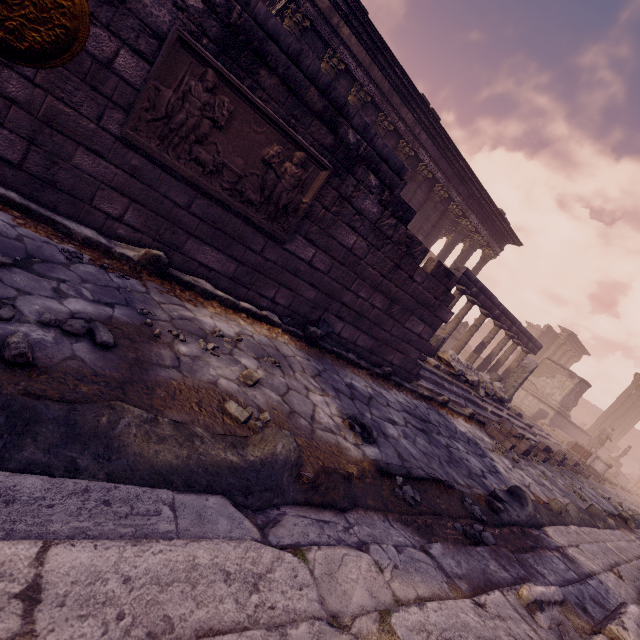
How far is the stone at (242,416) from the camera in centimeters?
219cm

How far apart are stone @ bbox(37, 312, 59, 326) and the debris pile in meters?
2.6 m

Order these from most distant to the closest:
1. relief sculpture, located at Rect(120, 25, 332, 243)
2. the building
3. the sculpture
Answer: the sculpture
the building
relief sculpture, located at Rect(120, 25, 332, 243)

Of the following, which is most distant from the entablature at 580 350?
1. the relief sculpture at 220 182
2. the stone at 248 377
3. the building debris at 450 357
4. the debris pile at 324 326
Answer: the stone at 248 377

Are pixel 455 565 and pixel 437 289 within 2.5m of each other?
no

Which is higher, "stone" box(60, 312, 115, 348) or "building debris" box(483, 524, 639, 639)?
"building debris" box(483, 524, 639, 639)

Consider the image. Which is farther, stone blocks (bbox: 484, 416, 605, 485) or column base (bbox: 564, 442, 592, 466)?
column base (bbox: 564, 442, 592, 466)

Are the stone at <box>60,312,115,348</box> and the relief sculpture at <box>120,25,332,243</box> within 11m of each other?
yes
